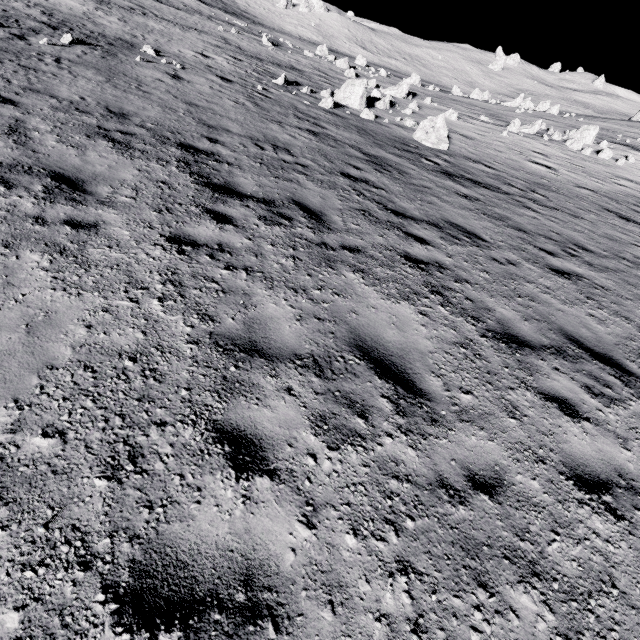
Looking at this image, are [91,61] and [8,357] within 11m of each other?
no

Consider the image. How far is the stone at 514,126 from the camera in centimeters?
2309cm

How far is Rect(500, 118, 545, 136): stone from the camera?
23.1m
